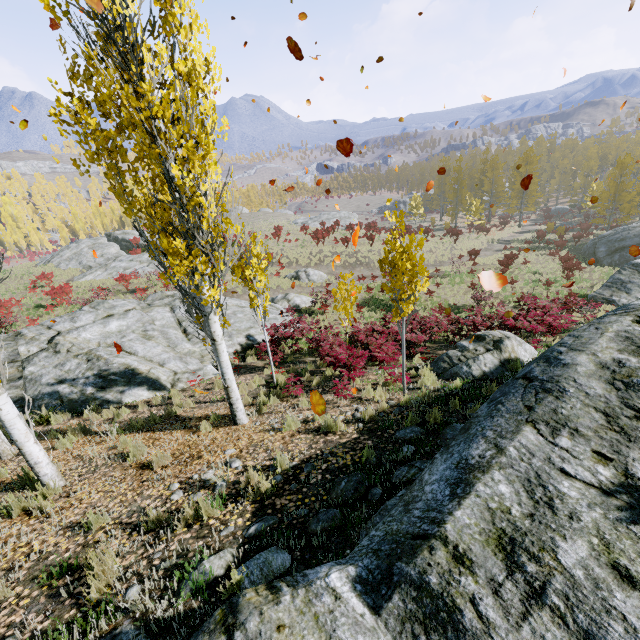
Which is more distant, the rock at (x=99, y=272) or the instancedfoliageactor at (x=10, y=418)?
the rock at (x=99, y=272)

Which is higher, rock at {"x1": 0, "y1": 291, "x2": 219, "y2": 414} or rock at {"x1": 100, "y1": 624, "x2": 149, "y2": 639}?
rock at {"x1": 100, "y1": 624, "x2": 149, "y2": 639}

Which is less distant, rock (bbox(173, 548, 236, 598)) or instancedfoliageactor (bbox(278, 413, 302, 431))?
rock (bbox(173, 548, 236, 598))

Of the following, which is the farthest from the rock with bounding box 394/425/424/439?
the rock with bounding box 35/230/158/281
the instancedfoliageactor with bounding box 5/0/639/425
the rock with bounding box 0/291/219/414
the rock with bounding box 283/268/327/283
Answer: the rock with bounding box 35/230/158/281

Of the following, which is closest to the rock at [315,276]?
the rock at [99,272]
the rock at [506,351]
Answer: the rock at [506,351]

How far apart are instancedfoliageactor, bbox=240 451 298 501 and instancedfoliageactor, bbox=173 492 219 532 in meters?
0.6

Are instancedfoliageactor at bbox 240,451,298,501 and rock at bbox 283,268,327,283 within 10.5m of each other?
no

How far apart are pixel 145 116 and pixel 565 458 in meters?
6.0
